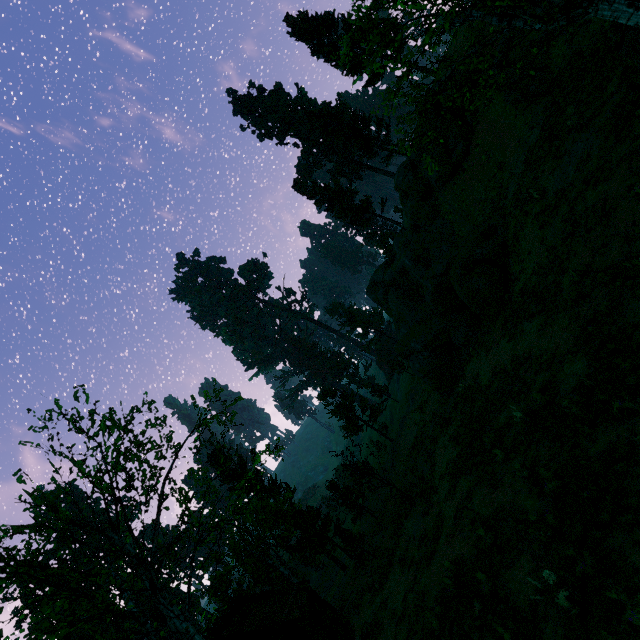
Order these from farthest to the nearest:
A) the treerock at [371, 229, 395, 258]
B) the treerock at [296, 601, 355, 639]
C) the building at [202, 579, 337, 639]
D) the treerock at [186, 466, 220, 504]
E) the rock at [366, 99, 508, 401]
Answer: the treerock at [371, 229, 395, 258]
the building at [202, 579, 337, 639]
the rock at [366, 99, 508, 401]
the treerock at [186, 466, 220, 504]
the treerock at [296, 601, 355, 639]

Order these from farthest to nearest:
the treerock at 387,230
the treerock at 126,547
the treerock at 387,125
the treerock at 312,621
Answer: the treerock at 387,230 < the treerock at 312,621 < the treerock at 126,547 < the treerock at 387,125

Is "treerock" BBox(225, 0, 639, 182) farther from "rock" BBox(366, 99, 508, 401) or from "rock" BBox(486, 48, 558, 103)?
"rock" BBox(486, 48, 558, 103)

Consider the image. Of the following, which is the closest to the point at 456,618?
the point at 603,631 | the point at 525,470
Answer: the point at 525,470

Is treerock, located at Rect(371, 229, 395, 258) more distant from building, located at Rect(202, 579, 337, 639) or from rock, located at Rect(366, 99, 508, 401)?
rock, located at Rect(366, 99, 508, 401)

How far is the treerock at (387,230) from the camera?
52.69m

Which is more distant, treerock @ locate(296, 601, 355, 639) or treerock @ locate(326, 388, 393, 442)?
treerock @ locate(326, 388, 393, 442)
